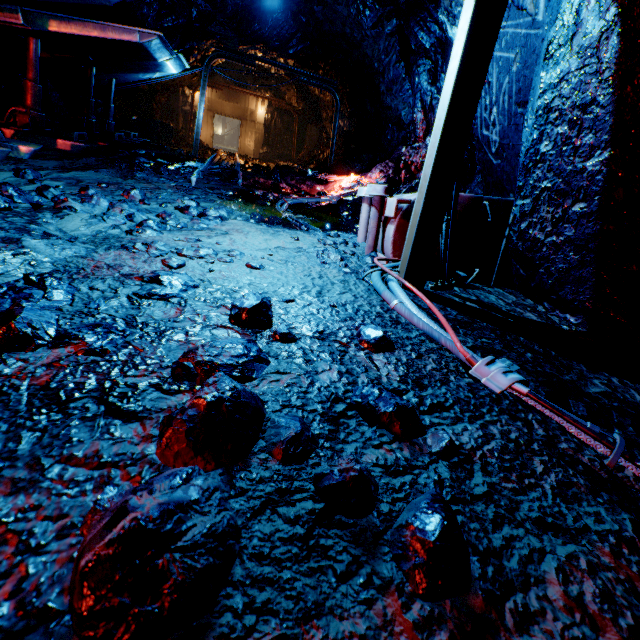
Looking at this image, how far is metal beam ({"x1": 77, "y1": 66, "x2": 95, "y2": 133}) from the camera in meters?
7.9 m

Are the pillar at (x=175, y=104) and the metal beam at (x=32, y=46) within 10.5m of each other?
no

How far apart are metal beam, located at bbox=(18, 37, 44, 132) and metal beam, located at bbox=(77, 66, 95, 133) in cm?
226

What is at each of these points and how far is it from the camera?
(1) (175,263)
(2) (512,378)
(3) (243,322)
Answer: (1) rock, 1.93m
(2) cable, 1.49m
(3) rock, 1.51m

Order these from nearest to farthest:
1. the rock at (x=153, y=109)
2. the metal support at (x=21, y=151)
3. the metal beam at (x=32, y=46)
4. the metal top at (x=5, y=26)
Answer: the metal support at (x=21, y=151) < the metal top at (x=5, y=26) < the metal beam at (x=32, y=46) < the rock at (x=153, y=109)

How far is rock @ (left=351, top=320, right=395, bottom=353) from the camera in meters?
1.6 m

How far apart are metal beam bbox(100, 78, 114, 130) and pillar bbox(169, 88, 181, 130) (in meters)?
11.35
